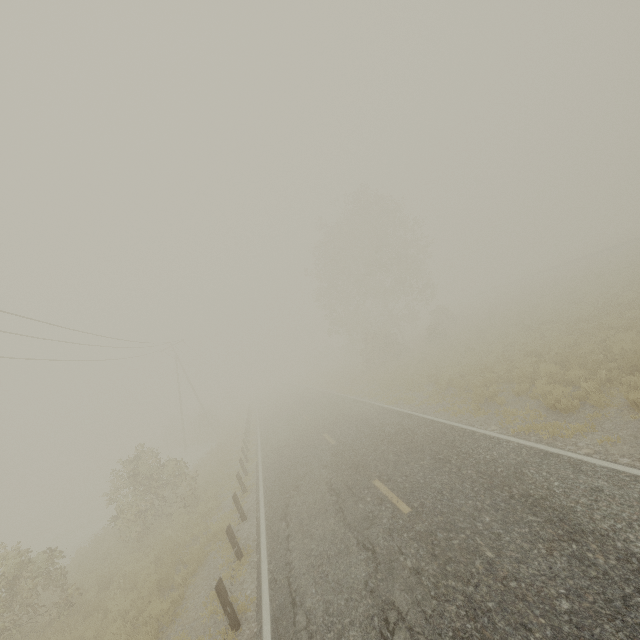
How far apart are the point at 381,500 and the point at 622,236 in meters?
60.9

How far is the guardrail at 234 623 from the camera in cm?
667

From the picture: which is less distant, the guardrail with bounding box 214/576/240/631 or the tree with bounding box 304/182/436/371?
the guardrail with bounding box 214/576/240/631

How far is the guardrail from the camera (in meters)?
6.67

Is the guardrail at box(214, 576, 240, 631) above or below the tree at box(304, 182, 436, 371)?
below

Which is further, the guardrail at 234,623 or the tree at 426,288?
the tree at 426,288

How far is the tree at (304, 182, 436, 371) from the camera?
32.9m
